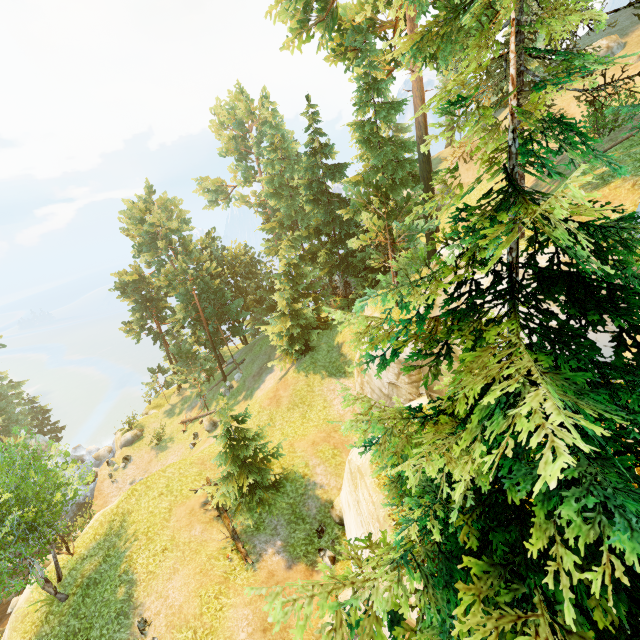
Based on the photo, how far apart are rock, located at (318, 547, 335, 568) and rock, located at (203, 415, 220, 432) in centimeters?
1657cm

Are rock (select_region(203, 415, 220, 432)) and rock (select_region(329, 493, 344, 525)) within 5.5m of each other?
A: no

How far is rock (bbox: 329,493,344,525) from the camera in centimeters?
1628cm

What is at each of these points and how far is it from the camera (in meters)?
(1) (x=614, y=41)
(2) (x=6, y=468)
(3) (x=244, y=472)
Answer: (1) rock, 25.95
(2) tree, 15.54
(3) tree, 17.16

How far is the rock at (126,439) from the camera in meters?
33.9 m

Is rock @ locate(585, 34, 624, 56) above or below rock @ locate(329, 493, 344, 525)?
above

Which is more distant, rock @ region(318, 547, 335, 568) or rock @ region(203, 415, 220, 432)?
rock @ region(203, 415, 220, 432)

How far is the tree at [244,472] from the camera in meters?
16.2
